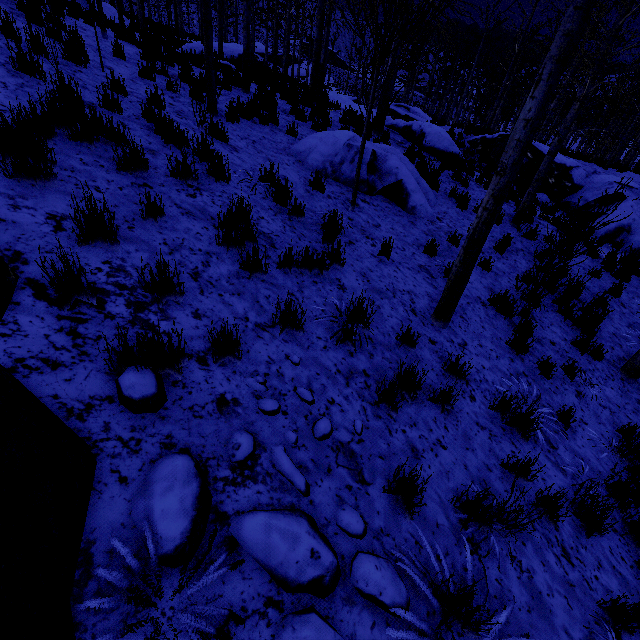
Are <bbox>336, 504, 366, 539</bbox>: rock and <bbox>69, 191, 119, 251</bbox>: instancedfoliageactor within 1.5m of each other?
no

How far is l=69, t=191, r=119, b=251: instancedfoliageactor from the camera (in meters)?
2.69

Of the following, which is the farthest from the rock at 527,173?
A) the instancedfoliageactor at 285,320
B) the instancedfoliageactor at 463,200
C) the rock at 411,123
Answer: the instancedfoliageactor at 285,320

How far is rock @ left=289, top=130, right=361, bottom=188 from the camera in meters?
7.2

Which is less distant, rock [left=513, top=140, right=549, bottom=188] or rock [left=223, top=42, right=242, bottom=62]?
rock [left=513, top=140, right=549, bottom=188]

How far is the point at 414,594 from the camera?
2.12m

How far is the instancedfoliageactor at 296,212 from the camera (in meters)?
5.08

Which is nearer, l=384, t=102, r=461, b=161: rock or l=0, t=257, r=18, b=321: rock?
l=0, t=257, r=18, b=321: rock
